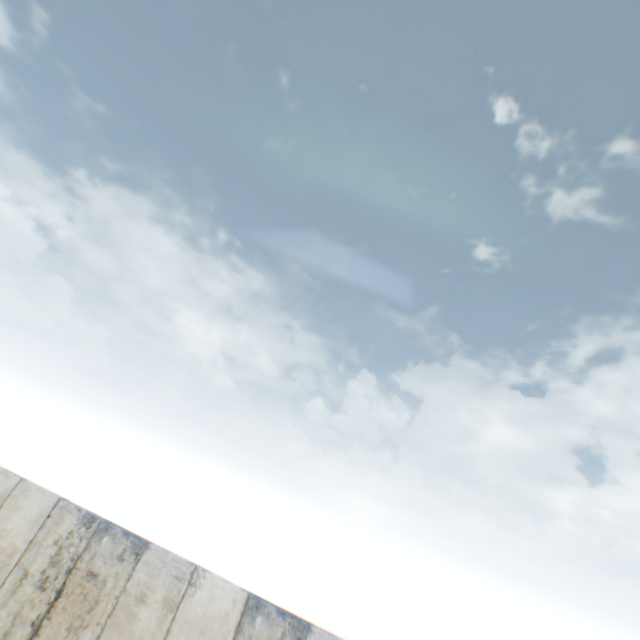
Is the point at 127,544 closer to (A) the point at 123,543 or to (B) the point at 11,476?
(A) the point at 123,543
